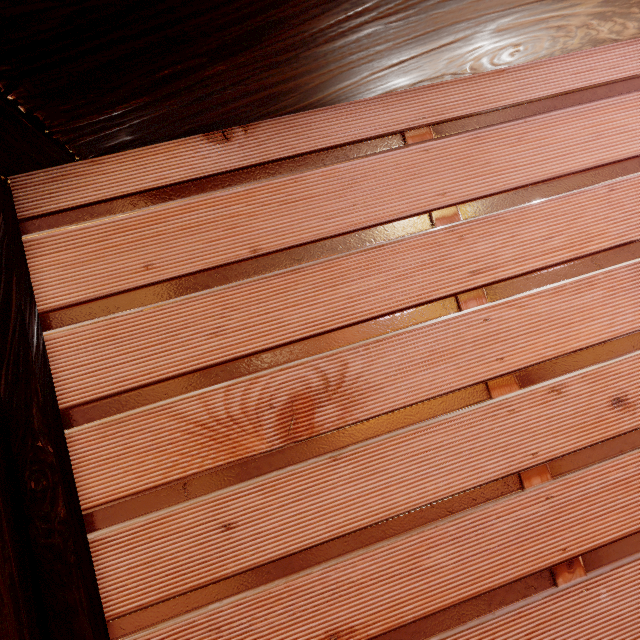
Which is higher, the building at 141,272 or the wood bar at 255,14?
the wood bar at 255,14

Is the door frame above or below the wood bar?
below

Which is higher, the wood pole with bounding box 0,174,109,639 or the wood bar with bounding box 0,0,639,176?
the wood bar with bounding box 0,0,639,176

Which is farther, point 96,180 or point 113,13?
point 96,180

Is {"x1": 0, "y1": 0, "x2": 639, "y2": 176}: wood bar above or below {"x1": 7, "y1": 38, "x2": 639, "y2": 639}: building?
above

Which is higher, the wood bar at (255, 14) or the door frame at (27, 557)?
the wood bar at (255, 14)
